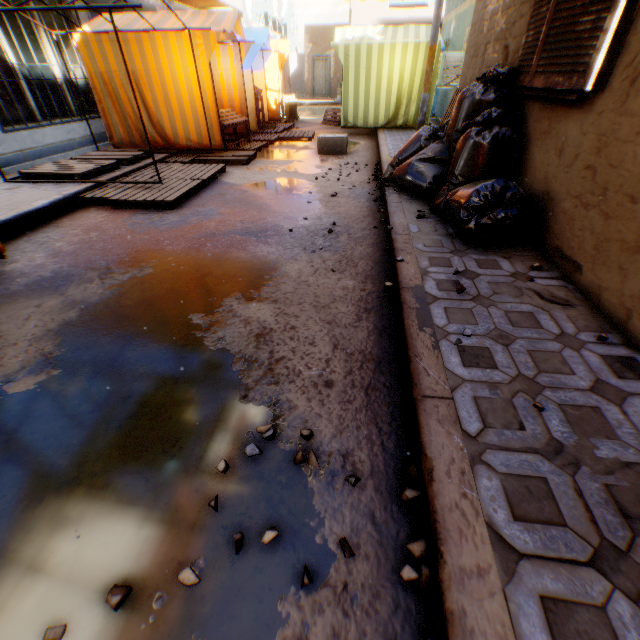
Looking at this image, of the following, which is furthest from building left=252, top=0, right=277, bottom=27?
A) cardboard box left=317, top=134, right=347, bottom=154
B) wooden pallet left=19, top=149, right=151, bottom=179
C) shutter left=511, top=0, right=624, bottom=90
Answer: cardboard box left=317, top=134, right=347, bottom=154

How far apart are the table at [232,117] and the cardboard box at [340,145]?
1.9 meters

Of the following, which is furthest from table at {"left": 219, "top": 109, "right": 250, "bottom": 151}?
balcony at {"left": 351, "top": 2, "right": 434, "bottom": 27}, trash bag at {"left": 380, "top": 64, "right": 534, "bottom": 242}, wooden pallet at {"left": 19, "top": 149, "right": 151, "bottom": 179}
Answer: balcony at {"left": 351, "top": 2, "right": 434, "bottom": 27}

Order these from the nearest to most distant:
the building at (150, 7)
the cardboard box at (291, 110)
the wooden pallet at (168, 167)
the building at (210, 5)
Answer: the wooden pallet at (168, 167)
the building at (150, 7)
the building at (210, 5)
the cardboard box at (291, 110)

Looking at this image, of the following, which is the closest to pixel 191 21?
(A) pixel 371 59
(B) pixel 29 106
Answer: (B) pixel 29 106

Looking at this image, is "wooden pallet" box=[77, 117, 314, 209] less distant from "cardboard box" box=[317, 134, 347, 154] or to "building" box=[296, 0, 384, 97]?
"building" box=[296, 0, 384, 97]

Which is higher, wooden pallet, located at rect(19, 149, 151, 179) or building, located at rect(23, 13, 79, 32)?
building, located at rect(23, 13, 79, 32)

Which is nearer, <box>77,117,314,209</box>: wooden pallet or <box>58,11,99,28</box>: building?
Result: <box>77,117,314,209</box>: wooden pallet
